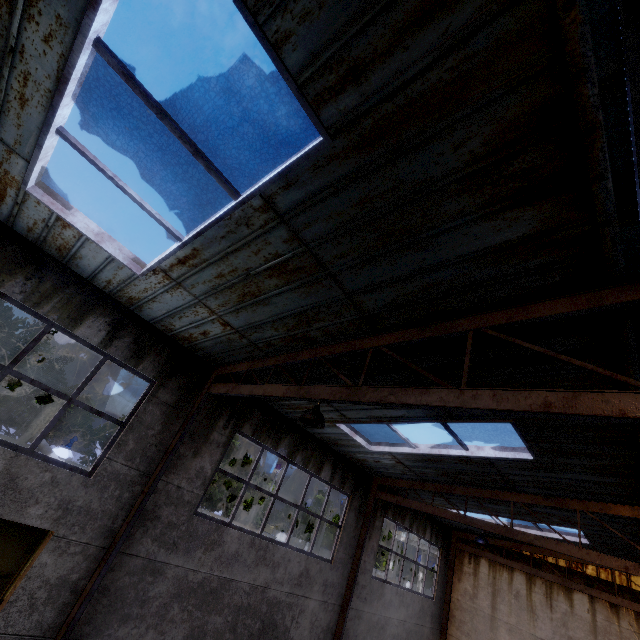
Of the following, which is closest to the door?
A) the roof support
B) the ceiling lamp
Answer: the roof support

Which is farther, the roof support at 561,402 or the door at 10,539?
the door at 10,539

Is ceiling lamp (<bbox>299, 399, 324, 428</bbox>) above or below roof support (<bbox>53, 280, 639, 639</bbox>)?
below

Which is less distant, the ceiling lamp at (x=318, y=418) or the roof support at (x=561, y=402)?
the roof support at (x=561, y=402)

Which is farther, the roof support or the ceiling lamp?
the ceiling lamp

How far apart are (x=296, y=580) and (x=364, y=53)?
11.77m

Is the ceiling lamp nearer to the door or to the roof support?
the roof support
